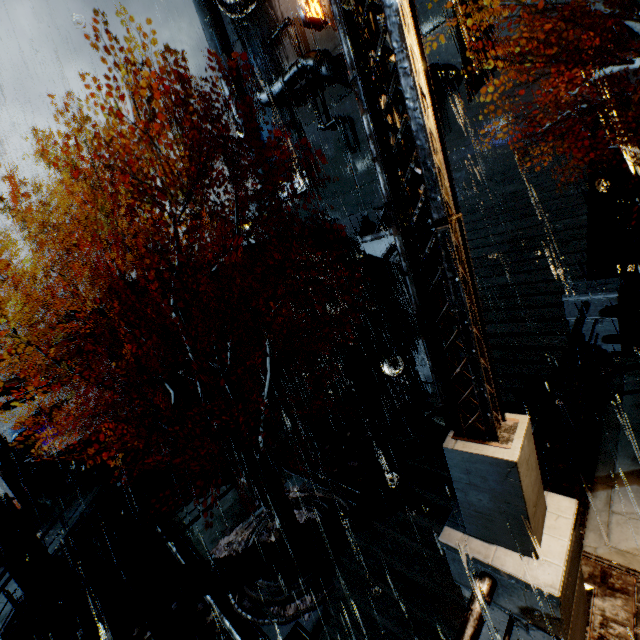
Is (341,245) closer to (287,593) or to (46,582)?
(287,593)

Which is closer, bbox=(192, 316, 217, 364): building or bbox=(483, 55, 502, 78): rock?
bbox=(192, 316, 217, 364): building

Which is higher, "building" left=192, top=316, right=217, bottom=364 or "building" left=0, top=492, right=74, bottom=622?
"building" left=192, top=316, right=217, bottom=364

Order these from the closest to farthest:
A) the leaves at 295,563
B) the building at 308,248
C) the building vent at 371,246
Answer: the leaves at 295,563 < the building vent at 371,246 < the building at 308,248

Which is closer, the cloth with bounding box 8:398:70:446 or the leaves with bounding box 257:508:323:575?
the leaves with bounding box 257:508:323:575

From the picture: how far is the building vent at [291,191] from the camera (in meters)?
29.81

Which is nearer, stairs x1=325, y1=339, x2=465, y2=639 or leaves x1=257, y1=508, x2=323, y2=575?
stairs x1=325, y1=339, x2=465, y2=639

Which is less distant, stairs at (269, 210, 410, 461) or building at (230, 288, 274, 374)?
stairs at (269, 210, 410, 461)
